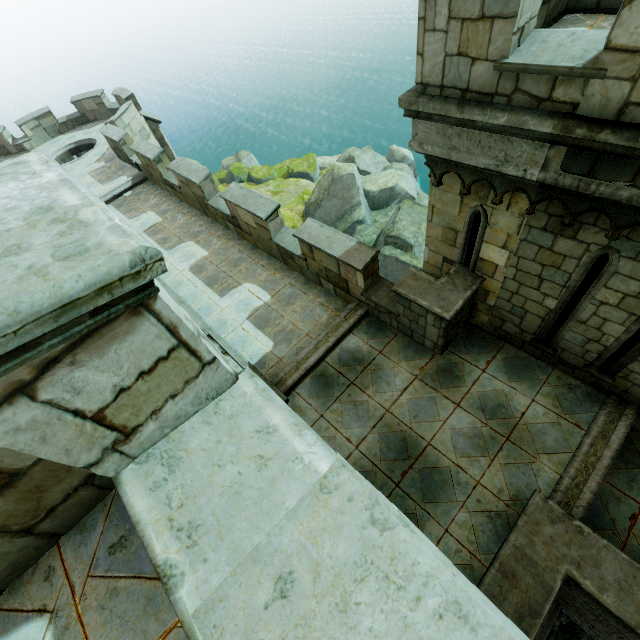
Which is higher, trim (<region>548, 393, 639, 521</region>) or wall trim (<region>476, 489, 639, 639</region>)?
wall trim (<region>476, 489, 639, 639</region>)

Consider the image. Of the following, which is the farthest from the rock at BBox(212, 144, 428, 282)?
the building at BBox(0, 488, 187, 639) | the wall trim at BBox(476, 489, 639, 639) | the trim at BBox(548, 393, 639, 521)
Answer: the wall trim at BBox(476, 489, 639, 639)

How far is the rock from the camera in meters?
21.6 m

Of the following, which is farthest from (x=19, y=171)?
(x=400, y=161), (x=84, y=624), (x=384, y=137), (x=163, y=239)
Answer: (x=384, y=137)

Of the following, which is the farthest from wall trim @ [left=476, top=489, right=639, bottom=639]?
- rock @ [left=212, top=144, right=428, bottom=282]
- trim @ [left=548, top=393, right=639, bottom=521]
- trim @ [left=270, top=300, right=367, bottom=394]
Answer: rock @ [left=212, top=144, right=428, bottom=282]

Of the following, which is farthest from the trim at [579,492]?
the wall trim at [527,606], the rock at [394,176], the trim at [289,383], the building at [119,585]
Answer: the rock at [394,176]

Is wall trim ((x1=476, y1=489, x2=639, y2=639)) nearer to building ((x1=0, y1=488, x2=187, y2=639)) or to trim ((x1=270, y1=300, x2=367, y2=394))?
building ((x1=0, y1=488, x2=187, y2=639))

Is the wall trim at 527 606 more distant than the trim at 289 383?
No
